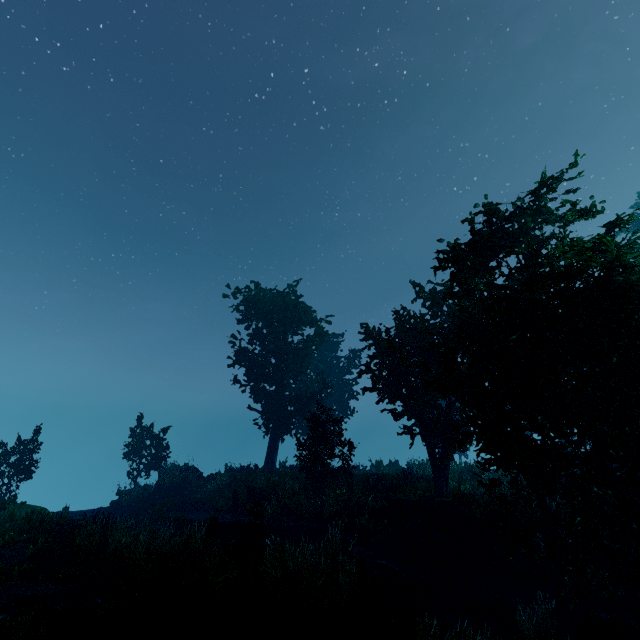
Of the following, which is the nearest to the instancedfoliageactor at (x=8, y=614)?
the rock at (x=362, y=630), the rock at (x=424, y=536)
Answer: the rock at (x=362, y=630)

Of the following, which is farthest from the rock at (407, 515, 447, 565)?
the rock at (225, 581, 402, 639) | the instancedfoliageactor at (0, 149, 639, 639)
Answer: the rock at (225, 581, 402, 639)

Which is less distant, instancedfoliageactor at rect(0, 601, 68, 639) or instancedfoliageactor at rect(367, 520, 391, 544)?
instancedfoliageactor at rect(0, 601, 68, 639)

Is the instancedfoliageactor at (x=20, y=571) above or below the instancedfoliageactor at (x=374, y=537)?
above

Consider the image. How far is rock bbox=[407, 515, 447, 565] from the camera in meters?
14.1 m

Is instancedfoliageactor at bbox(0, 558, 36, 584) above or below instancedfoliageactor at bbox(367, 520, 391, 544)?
above

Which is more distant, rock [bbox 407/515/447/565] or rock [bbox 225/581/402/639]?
rock [bbox 407/515/447/565]

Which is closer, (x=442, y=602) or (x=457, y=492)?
(x=442, y=602)
